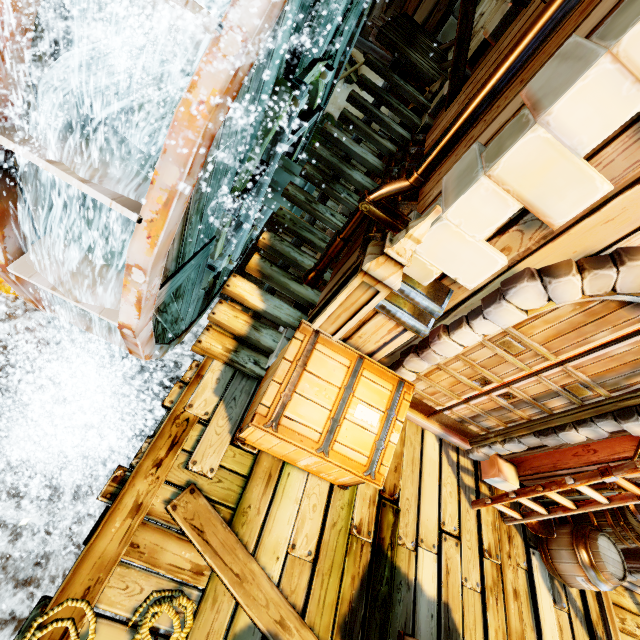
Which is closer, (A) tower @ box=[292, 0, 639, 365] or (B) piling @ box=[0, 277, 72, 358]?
(A) tower @ box=[292, 0, 639, 365]

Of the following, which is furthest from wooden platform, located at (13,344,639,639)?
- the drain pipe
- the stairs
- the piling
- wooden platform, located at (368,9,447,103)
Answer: wooden platform, located at (368,9,447,103)

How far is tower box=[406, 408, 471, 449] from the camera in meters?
4.6 m

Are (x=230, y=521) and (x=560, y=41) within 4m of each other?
no

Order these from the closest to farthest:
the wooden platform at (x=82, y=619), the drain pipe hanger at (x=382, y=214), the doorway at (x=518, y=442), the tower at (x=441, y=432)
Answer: the wooden platform at (x=82, y=619) → the drain pipe hanger at (x=382, y=214) → the doorway at (x=518, y=442) → the tower at (x=441, y=432)

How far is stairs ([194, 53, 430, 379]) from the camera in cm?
394

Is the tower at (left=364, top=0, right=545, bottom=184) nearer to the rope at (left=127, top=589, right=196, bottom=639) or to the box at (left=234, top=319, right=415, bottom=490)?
the box at (left=234, top=319, right=415, bottom=490)

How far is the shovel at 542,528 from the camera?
4.4m
